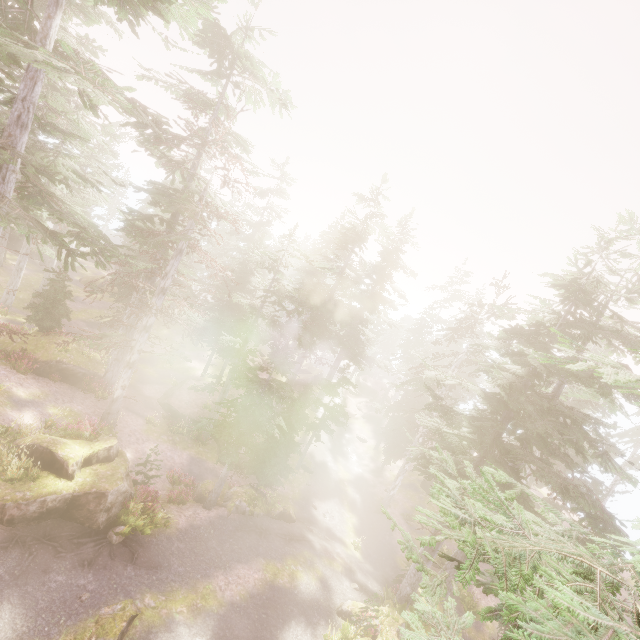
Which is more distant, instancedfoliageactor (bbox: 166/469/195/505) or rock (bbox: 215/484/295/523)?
rock (bbox: 215/484/295/523)

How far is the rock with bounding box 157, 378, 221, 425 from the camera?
25.19m

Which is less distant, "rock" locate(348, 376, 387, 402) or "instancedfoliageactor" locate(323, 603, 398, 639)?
"instancedfoliageactor" locate(323, 603, 398, 639)

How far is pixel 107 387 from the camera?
22.5 meters

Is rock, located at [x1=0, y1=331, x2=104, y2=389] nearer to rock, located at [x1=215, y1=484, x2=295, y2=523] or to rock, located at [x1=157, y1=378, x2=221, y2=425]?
rock, located at [x1=157, y1=378, x2=221, y2=425]

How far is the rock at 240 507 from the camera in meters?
18.3

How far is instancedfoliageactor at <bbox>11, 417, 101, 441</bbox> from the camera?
13.8m

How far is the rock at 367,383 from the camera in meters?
52.2 m
